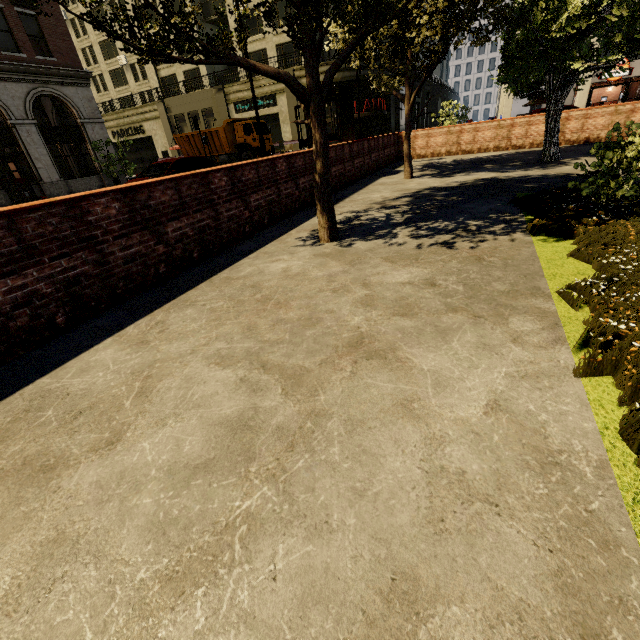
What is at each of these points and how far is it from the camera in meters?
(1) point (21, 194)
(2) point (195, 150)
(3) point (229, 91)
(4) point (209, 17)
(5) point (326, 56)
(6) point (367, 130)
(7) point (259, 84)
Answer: (1) phone booth, 18.5
(2) truck, 27.3
(3) building, 31.5
(4) building, 32.2
(5) building, 32.2
(6) building, 31.8
(7) building, 30.1

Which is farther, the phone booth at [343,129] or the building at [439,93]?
the building at [439,93]

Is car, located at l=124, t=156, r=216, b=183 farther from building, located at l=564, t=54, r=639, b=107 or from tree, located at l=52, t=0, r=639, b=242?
building, located at l=564, t=54, r=639, b=107

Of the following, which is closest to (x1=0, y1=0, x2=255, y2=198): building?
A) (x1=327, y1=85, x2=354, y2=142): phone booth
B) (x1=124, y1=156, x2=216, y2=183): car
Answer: (x1=124, y1=156, x2=216, y2=183): car

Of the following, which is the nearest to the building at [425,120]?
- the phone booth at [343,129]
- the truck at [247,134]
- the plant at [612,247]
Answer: the truck at [247,134]

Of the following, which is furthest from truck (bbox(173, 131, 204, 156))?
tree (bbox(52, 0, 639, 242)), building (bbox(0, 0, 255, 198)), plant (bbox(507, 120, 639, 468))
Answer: plant (bbox(507, 120, 639, 468))

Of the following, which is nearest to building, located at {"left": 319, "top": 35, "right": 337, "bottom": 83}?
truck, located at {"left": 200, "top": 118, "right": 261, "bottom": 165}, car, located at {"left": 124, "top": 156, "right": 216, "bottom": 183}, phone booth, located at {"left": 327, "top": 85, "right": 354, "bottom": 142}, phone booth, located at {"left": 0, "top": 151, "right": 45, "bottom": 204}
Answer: phone booth, located at {"left": 0, "top": 151, "right": 45, "bottom": 204}

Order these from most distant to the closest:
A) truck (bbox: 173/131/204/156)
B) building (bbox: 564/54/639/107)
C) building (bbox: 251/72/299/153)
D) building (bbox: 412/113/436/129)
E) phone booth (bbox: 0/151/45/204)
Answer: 1. building (bbox: 412/113/436/129)
2. building (bbox: 251/72/299/153)
3. truck (bbox: 173/131/204/156)
4. building (bbox: 564/54/639/107)
5. phone booth (bbox: 0/151/45/204)
